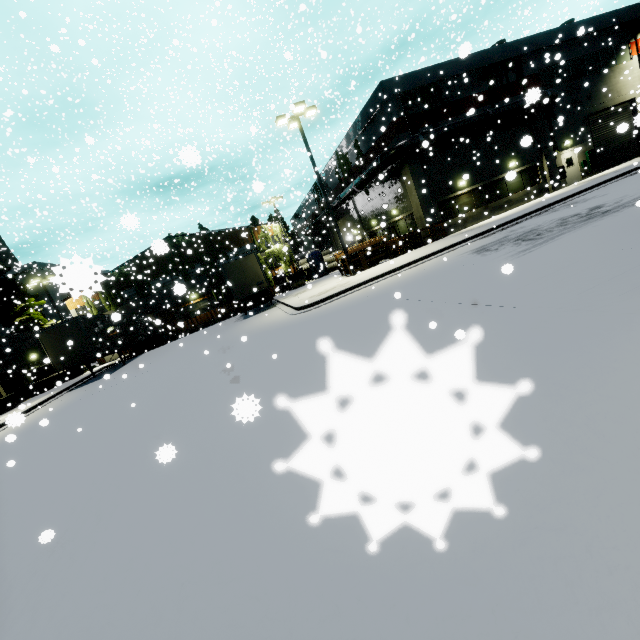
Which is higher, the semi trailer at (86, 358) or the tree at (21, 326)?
the tree at (21, 326)

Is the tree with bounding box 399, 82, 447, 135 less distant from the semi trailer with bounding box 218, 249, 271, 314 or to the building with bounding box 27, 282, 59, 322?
the building with bounding box 27, 282, 59, 322

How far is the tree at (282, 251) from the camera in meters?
36.8 m

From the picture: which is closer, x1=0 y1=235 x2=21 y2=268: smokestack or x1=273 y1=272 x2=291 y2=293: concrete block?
x1=273 y1=272 x2=291 y2=293: concrete block

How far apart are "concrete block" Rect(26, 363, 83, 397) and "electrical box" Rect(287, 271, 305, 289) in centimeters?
1954cm

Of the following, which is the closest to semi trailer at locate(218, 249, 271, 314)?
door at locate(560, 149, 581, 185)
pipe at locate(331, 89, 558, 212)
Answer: pipe at locate(331, 89, 558, 212)

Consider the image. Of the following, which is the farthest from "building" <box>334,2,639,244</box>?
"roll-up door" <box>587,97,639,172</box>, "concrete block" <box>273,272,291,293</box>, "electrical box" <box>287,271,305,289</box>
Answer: "electrical box" <box>287,271,305,289</box>

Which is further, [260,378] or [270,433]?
[260,378]
